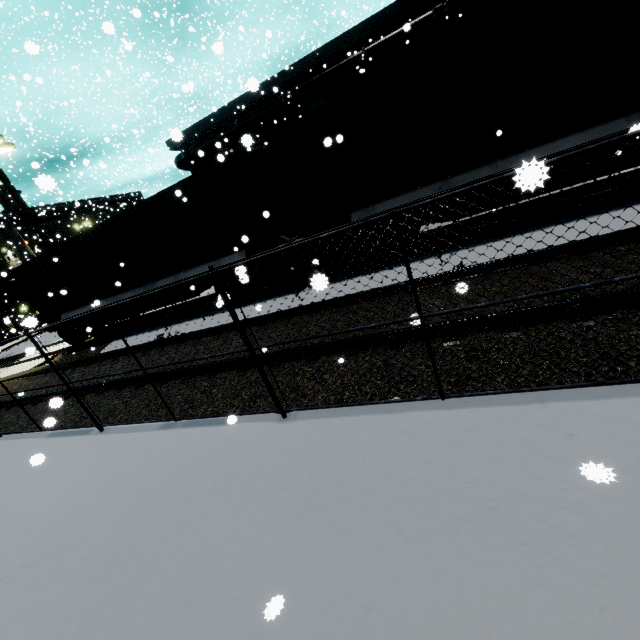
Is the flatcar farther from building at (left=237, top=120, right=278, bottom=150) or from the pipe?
the pipe

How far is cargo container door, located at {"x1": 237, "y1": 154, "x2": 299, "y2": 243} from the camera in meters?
8.9 m

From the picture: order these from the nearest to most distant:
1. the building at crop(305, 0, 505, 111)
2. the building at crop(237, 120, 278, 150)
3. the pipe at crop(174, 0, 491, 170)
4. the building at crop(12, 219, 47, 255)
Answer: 1. the building at crop(237, 120, 278, 150)
2. the building at crop(305, 0, 505, 111)
3. the pipe at crop(174, 0, 491, 170)
4. the building at crop(12, 219, 47, 255)

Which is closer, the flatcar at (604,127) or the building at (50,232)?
the flatcar at (604,127)

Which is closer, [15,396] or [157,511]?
[157,511]

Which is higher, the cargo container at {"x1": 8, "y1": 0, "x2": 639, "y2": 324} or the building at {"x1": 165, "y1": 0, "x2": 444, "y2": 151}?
the building at {"x1": 165, "y1": 0, "x2": 444, "y2": 151}

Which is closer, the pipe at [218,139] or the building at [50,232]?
the pipe at [218,139]

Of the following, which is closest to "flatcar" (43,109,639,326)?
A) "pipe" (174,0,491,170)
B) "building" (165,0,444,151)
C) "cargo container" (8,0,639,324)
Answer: "cargo container" (8,0,639,324)
